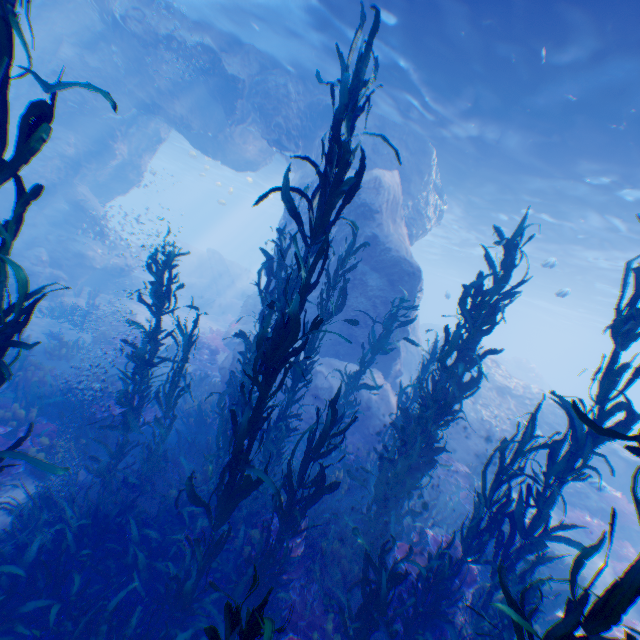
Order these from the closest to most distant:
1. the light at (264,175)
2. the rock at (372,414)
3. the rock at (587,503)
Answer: the rock at (372,414) → the rock at (587,503) → the light at (264,175)

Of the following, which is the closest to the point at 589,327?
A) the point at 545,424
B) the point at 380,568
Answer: the point at 545,424

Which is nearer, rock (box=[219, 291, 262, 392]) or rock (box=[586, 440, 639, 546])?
rock (box=[219, 291, 262, 392])

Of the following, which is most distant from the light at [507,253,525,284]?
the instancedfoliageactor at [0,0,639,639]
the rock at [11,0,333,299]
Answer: the instancedfoliageactor at [0,0,639,639]

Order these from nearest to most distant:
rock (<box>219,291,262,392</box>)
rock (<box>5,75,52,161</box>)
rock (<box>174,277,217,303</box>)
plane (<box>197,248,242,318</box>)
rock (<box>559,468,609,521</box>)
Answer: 1. rock (<box>219,291,262,392</box>)
2. rock (<box>559,468,609,521</box>)
3. rock (<box>5,75,52,161</box>)
4. plane (<box>197,248,242,318</box>)
5. rock (<box>174,277,217,303</box>)

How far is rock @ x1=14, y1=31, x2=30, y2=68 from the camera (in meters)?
14.37

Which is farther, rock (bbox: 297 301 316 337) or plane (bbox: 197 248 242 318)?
plane (bbox: 197 248 242 318)

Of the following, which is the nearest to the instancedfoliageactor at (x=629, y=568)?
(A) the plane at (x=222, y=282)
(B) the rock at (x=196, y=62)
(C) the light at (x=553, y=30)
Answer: (B) the rock at (x=196, y=62)
